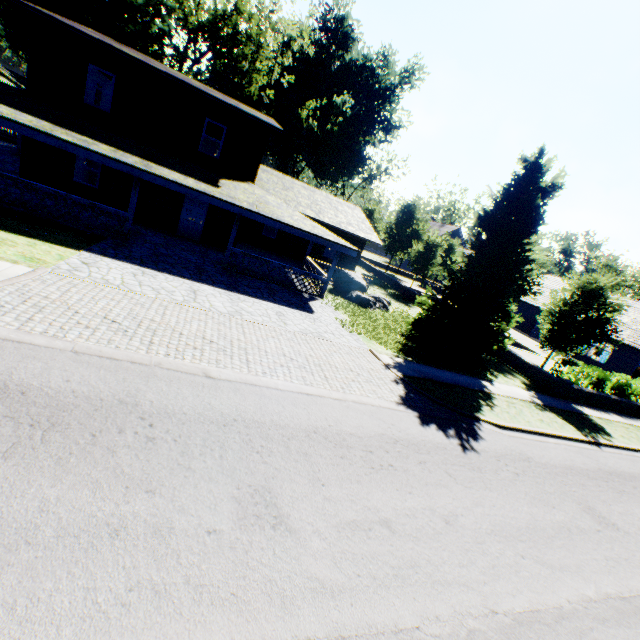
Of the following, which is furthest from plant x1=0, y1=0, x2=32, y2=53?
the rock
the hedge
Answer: the hedge

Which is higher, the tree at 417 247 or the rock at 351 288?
the tree at 417 247

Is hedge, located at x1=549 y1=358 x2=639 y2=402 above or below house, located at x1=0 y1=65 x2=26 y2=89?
below

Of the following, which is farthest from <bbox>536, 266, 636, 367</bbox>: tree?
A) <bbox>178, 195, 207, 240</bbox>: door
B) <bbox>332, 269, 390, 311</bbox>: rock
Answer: <bbox>178, 195, 207, 240</bbox>: door

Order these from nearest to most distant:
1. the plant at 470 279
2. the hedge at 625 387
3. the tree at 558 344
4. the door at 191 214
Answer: the plant at 470 279
the tree at 558 344
the hedge at 625 387
the door at 191 214

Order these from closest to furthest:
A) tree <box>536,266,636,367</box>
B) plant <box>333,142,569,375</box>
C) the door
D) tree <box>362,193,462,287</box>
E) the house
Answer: plant <box>333,142,569,375</box>
tree <box>536,266,636,367</box>
the door
tree <box>362,193,462,287</box>
the house

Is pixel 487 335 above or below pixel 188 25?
below

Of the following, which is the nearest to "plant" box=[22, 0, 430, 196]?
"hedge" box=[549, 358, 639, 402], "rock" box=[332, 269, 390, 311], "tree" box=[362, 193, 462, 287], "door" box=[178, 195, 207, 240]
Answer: "rock" box=[332, 269, 390, 311]
